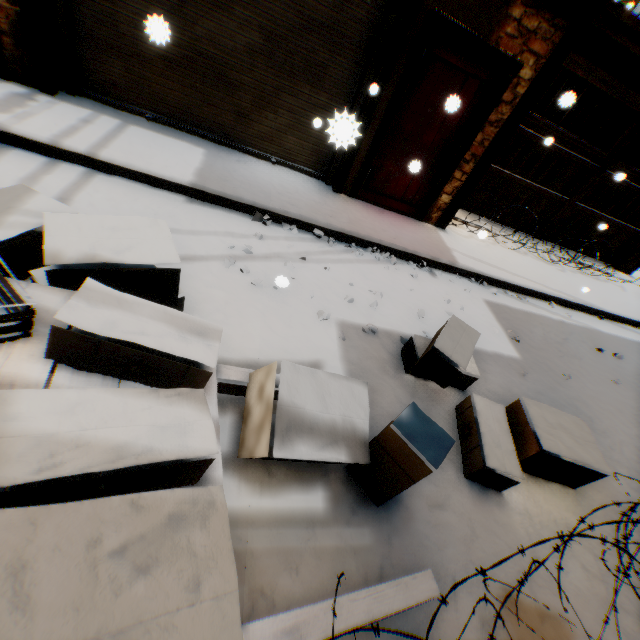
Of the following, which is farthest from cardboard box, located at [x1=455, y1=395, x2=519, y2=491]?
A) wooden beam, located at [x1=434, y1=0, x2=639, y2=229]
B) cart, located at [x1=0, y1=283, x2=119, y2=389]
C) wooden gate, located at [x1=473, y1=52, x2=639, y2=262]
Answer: wooden gate, located at [x1=473, y1=52, x2=639, y2=262]

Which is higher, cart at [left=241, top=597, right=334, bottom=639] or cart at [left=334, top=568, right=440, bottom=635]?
cart at [left=241, top=597, right=334, bottom=639]

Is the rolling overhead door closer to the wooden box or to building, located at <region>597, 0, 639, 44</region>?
building, located at <region>597, 0, 639, 44</region>

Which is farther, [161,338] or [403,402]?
[403,402]

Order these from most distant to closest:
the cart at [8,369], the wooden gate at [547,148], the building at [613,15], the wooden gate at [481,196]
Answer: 1. the wooden gate at [481,196]
2. the wooden gate at [547,148]
3. the building at [613,15]
4. the cart at [8,369]

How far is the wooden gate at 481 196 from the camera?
7.25m

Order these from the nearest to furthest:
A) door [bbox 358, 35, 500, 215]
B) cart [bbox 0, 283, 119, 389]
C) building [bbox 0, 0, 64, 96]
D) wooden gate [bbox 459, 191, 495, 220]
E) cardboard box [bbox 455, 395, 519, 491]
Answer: cart [bbox 0, 283, 119, 389] < cardboard box [bbox 455, 395, 519, 491] < building [bbox 0, 0, 64, 96] < door [bbox 358, 35, 500, 215] < wooden gate [bbox 459, 191, 495, 220]
